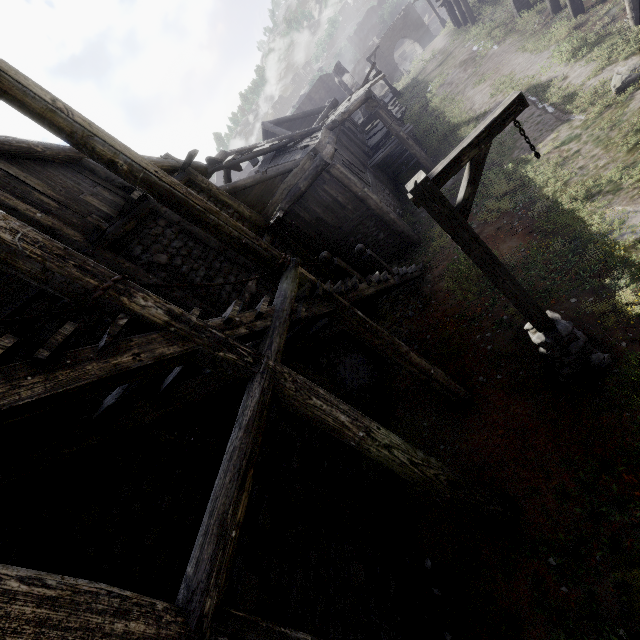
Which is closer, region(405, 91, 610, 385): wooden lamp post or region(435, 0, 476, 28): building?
region(405, 91, 610, 385): wooden lamp post

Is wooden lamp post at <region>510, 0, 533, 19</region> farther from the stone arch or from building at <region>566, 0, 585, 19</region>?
the stone arch

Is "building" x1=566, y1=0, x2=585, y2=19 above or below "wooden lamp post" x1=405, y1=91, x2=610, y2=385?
below

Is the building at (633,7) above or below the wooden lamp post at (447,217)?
below

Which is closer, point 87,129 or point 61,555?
point 61,555

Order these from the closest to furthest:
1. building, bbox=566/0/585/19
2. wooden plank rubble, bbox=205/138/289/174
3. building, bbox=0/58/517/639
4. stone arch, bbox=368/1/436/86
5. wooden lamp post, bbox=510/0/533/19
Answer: building, bbox=0/58/517/639 < wooden plank rubble, bbox=205/138/289/174 < building, bbox=566/0/585/19 < wooden lamp post, bbox=510/0/533/19 < stone arch, bbox=368/1/436/86

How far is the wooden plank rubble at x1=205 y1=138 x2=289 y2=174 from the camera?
12.3m

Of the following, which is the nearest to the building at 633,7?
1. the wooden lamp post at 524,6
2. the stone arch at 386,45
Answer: the stone arch at 386,45
